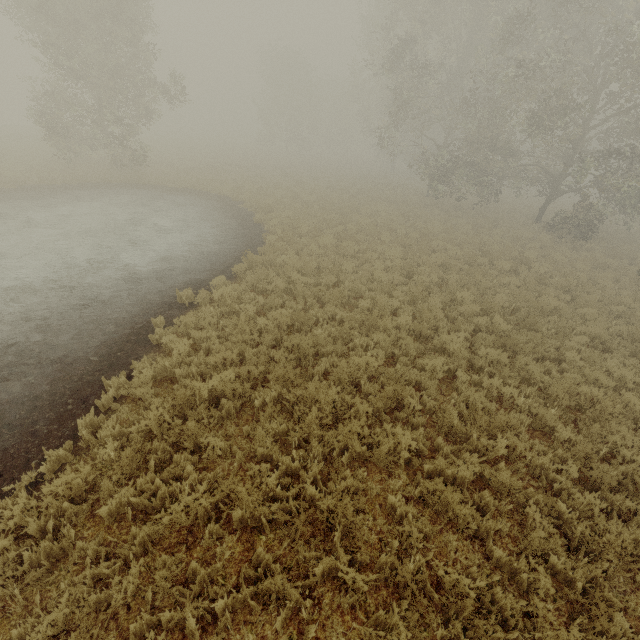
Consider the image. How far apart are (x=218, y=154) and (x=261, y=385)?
37.2 meters
